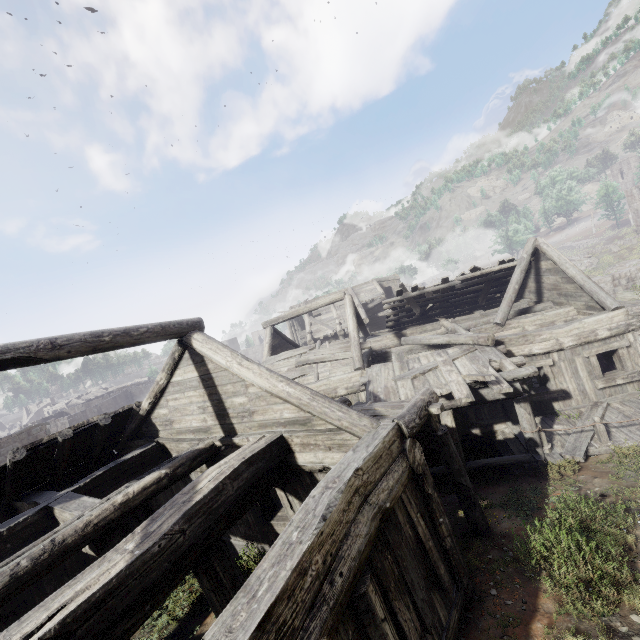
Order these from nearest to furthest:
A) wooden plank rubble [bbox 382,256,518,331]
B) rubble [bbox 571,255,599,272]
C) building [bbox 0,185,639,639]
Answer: building [bbox 0,185,639,639]
wooden plank rubble [bbox 382,256,518,331]
rubble [bbox 571,255,599,272]

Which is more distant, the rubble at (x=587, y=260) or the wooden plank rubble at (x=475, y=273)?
the rubble at (x=587, y=260)

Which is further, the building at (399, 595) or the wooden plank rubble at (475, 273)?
the wooden plank rubble at (475, 273)

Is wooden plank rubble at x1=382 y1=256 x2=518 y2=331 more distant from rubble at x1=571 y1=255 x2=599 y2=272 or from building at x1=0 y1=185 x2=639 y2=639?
rubble at x1=571 y1=255 x2=599 y2=272

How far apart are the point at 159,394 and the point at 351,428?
5.7m

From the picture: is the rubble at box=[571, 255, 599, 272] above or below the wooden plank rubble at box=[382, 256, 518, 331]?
below
